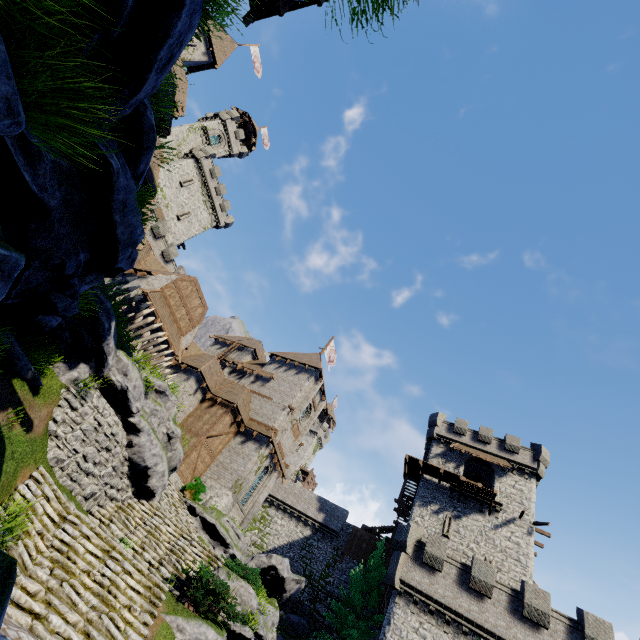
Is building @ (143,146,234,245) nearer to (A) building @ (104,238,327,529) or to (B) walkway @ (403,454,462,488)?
(A) building @ (104,238,327,529)

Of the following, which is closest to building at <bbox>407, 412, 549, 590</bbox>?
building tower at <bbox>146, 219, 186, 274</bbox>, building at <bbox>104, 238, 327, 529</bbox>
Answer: building at <bbox>104, 238, 327, 529</bbox>

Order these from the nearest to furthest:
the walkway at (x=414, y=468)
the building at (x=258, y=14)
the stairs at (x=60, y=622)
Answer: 1. the stairs at (x=60, y=622)
2. the building at (x=258, y=14)
3. the walkway at (x=414, y=468)

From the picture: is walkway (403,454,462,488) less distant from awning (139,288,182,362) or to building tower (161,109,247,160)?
awning (139,288,182,362)

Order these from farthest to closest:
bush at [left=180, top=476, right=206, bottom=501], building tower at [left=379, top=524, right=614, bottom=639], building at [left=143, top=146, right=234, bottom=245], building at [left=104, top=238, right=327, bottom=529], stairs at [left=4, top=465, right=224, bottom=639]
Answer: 1. building at [left=143, top=146, right=234, bottom=245]
2. building at [left=104, top=238, right=327, bottom=529]
3. bush at [left=180, top=476, right=206, bottom=501]
4. building tower at [left=379, top=524, right=614, bottom=639]
5. stairs at [left=4, top=465, right=224, bottom=639]

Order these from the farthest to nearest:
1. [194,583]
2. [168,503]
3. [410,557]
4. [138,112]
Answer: [410,557] → [168,503] → [194,583] → [138,112]

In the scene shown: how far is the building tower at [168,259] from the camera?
36.4 meters

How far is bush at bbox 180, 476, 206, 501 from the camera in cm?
2233
